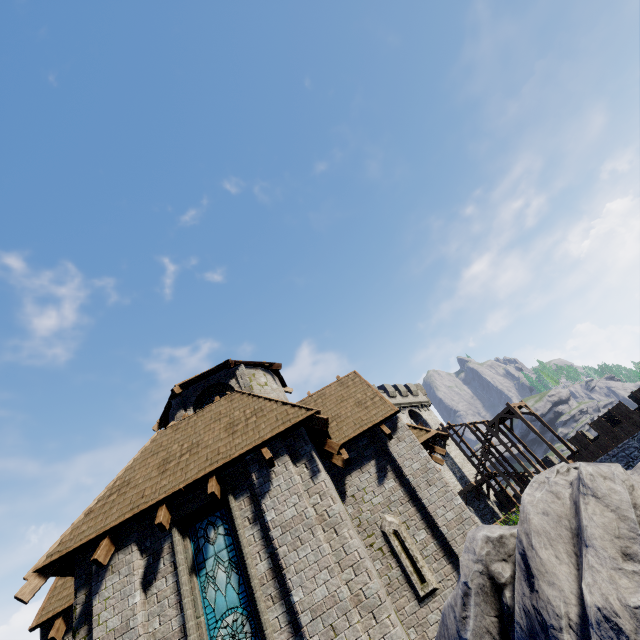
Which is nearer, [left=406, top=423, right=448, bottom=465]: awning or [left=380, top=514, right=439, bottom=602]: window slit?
[left=380, top=514, right=439, bottom=602]: window slit

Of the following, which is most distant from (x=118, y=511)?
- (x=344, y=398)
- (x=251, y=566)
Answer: (x=344, y=398)

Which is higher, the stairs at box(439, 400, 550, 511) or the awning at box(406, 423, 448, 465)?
the stairs at box(439, 400, 550, 511)

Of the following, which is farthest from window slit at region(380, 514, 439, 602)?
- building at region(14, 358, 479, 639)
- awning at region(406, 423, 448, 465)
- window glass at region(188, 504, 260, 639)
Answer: window glass at region(188, 504, 260, 639)

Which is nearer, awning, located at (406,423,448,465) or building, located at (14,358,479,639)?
building, located at (14,358,479,639)

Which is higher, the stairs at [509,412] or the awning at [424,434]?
the stairs at [509,412]

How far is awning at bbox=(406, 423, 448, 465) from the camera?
10.51m

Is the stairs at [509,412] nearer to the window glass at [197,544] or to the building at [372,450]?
the building at [372,450]
